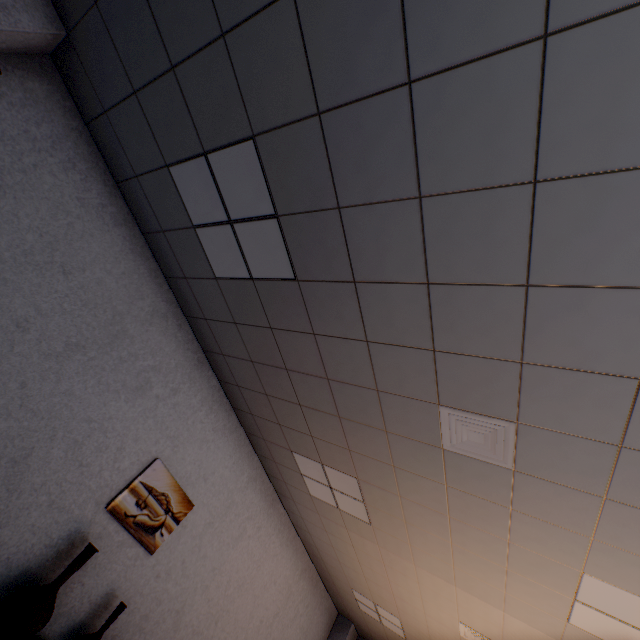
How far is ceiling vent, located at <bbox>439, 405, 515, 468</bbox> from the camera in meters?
2.2 m

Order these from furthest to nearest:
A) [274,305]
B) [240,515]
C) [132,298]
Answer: [240,515] → [132,298] → [274,305]

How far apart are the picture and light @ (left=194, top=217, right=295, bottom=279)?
2.3 meters

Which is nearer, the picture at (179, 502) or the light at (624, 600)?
the light at (624, 600)

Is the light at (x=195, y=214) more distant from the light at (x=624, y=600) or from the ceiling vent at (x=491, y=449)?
the light at (x=624, y=600)

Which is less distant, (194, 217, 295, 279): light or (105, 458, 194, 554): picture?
(194, 217, 295, 279): light

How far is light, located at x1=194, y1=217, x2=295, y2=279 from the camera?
2.4 meters

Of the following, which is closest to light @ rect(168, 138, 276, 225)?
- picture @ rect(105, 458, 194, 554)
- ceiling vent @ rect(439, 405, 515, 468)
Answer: ceiling vent @ rect(439, 405, 515, 468)
